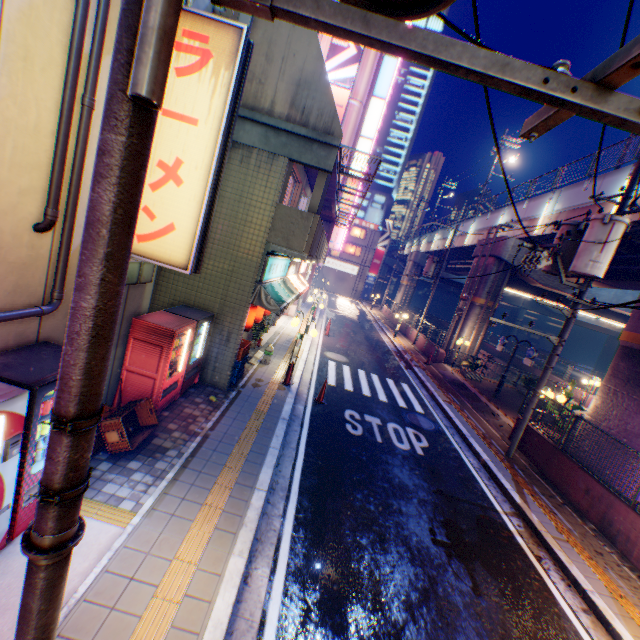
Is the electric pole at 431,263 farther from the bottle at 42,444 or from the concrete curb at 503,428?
the bottle at 42,444

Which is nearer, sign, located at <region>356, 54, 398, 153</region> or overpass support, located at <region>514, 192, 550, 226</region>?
overpass support, located at <region>514, 192, 550, 226</region>

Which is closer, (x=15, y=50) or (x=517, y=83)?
(x=517, y=83)

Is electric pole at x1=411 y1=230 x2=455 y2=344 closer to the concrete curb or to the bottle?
the concrete curb

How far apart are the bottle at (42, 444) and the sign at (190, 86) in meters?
2.5 m

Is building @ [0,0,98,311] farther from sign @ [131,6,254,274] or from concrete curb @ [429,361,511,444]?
concrete curb @ [429,361,511,444]

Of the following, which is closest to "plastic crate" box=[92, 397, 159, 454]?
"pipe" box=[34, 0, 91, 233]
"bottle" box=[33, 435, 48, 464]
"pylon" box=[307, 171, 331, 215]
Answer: "bottle" box=[33, 435, 48, 464]

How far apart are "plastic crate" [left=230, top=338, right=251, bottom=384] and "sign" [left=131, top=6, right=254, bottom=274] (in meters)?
4.54
